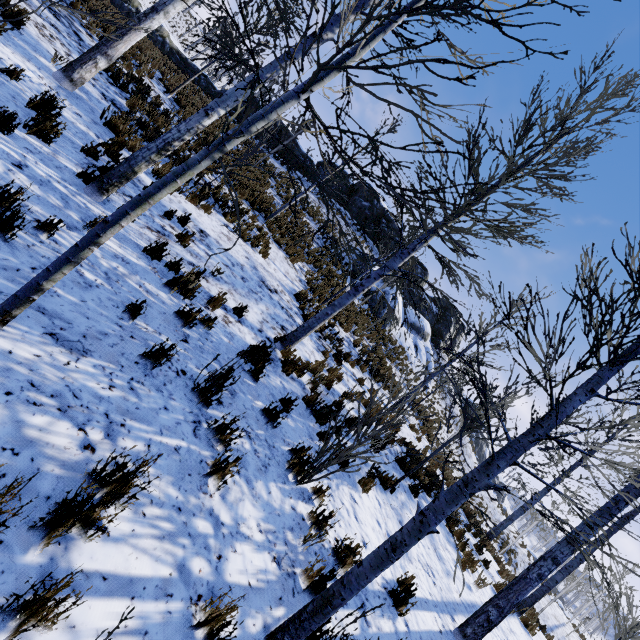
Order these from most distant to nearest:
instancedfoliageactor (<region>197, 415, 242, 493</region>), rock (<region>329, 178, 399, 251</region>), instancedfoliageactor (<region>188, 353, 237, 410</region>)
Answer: rock (<region>329, 178, 399, 251</region>) < instancedfoliageactor (<region>188, 353, 237, 410</region>) < instancedfoliageactor (<region>197, 415, 242, 493</region>)

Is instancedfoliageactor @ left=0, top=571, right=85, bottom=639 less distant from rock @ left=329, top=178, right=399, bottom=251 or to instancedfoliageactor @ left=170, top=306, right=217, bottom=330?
instancedfoliageactor @ left=170, top=306, right=217, bottom=330

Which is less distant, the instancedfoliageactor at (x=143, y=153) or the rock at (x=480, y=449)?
the instancedfoliageactor at (x=143, y=153)

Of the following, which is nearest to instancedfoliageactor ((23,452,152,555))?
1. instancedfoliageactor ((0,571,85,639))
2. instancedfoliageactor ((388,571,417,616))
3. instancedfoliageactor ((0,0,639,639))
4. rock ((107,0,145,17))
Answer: instancedfoliageactor ((0,571,85,639))

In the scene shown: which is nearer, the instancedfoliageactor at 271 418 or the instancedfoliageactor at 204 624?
the instancedfoliageactor at 204 624

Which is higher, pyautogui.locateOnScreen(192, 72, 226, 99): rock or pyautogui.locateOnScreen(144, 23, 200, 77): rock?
pyautogui.locateOnScreen(192, 72, 226, 99): rock

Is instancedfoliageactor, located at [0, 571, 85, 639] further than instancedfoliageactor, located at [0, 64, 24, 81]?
No

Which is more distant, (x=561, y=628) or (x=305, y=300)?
(x=561, y=628)
